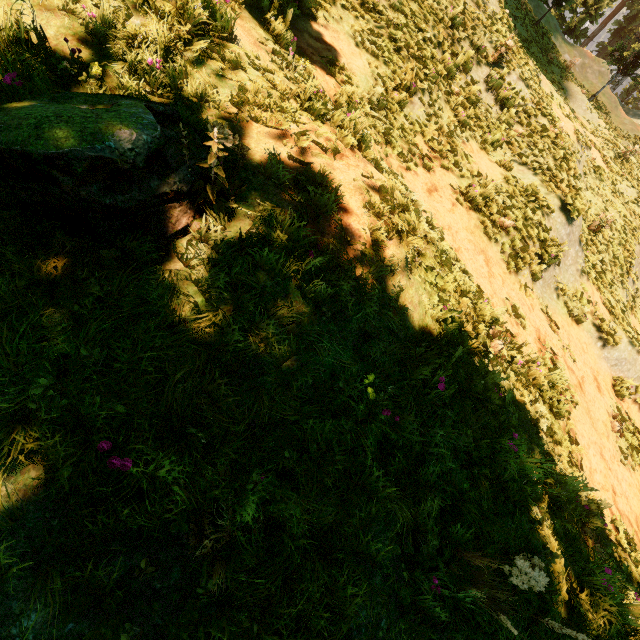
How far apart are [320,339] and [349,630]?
1.9m

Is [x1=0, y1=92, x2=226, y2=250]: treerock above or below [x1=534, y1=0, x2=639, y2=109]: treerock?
below

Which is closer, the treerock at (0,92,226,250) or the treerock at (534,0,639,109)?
the treerock at (0,92,226,250)

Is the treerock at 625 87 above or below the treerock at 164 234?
above

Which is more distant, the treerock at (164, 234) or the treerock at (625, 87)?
the treerock at (625, 87)
